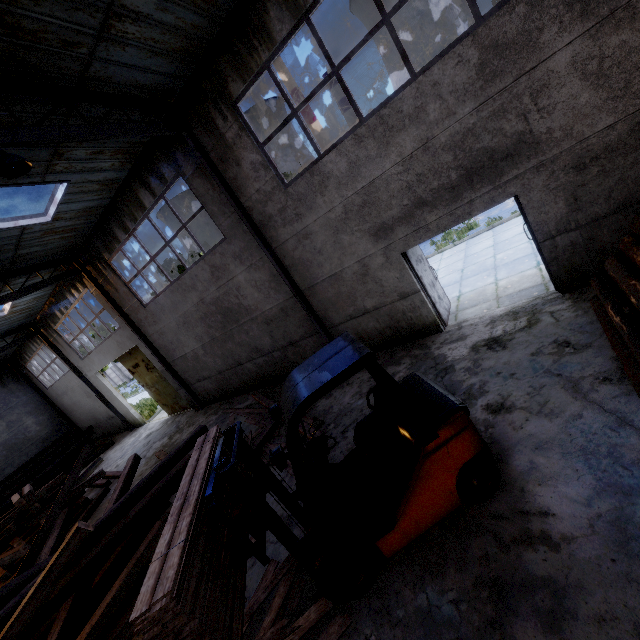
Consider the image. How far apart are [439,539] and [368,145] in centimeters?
657cm

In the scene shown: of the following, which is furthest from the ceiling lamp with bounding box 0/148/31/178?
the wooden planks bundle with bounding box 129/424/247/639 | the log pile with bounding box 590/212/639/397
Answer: the log pile with bounding box 590/212/639/397

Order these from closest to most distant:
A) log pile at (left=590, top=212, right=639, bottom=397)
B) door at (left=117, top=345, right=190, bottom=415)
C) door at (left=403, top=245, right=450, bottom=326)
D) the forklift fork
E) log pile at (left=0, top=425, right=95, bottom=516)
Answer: the forklift fork → log pile at (left=590, top=212, right=639, bottom=397) → door at (left=403, top=245, right=450, bottom=326) → door at (left=117, top=345, right=190, bottom=415) → log pile at (left=0, top=425, right=95, bottom=516)

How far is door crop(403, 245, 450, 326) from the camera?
7.5 meters

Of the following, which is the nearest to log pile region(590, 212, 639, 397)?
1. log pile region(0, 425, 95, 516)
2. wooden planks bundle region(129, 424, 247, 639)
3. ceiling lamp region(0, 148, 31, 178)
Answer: wooden planks bundle region(129, 424, 247, 639)

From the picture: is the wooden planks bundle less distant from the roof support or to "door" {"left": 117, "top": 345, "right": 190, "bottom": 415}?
the roof support

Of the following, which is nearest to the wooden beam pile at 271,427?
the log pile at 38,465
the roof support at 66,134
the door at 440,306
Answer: the roof support at 66,134

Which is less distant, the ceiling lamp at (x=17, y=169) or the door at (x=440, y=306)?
the ceiling lamp at (x=17, y=169)
